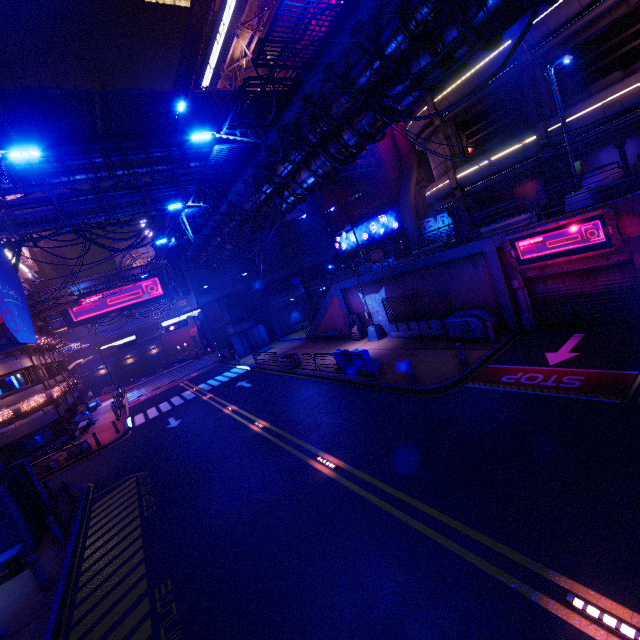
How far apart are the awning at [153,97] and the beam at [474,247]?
15.7 meters

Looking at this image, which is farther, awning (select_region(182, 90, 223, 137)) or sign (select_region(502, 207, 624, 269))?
awning (select_region(182, 90, 223, 137))

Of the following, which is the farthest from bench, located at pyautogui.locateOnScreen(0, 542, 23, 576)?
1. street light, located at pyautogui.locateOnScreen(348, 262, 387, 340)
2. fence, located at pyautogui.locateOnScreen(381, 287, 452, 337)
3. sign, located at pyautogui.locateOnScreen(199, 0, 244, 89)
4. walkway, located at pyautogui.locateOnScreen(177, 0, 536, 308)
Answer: sign, located at pyautogui.locateOnScreen(199, 0, 244, 89)

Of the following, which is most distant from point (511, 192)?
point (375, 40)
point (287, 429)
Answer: point (287, 429)

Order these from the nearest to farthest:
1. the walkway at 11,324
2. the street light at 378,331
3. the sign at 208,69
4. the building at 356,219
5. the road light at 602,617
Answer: the road light at 602,617
the walkway at 11,324
the street light at 378,331
the building at 356,219
the sign at 208,69

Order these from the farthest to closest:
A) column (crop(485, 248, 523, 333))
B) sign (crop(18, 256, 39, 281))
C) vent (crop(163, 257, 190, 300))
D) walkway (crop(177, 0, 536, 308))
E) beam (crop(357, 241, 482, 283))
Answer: vent (crop(163, 257, 190, 300)), sign (crop(18, 256, 39, 281)), beam (crop(357, 241, 482, 283)), column (crop(485, 248, 523, 333)), walkway (crop(177, 0, 536, 308))

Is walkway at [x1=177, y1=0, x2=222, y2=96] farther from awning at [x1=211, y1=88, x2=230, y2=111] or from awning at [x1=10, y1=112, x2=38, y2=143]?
awning at [x1=10, y1=112, x2=38, y2=143]

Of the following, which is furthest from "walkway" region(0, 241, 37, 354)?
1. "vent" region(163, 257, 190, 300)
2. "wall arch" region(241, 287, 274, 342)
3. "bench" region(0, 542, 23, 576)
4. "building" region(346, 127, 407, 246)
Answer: "building" region(346, 127, 407, 246)
